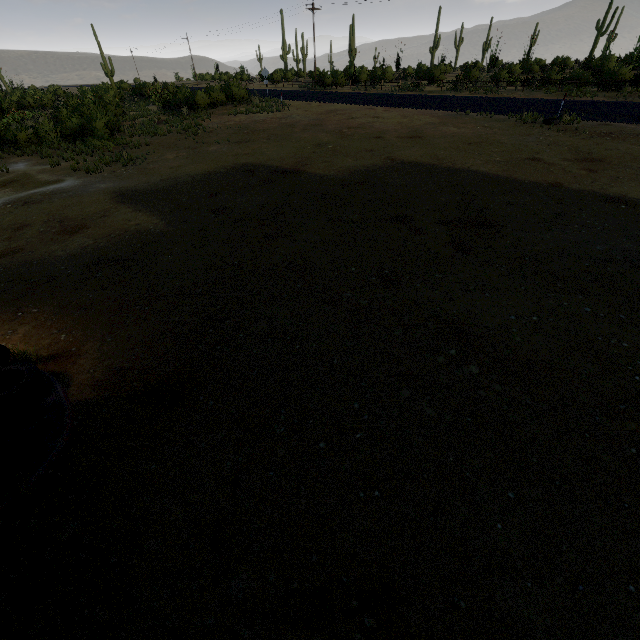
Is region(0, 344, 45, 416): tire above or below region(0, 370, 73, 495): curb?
above

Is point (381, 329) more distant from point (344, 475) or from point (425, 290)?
point (344, 475)

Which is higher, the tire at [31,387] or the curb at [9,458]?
the tire at [31,387]
